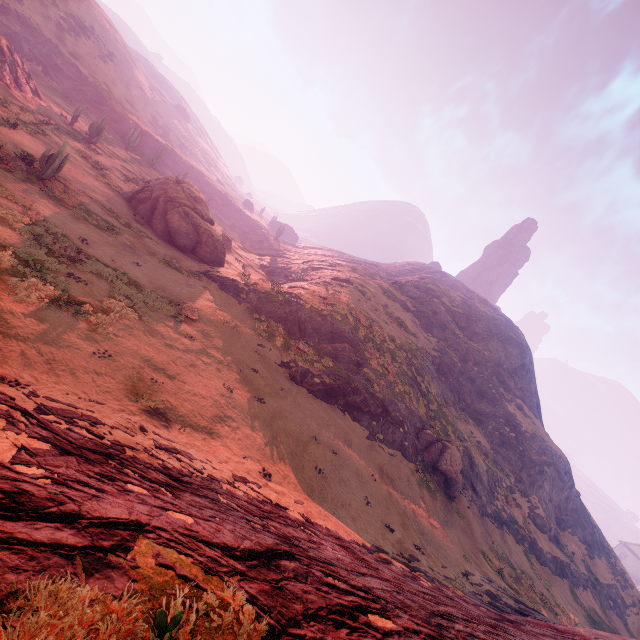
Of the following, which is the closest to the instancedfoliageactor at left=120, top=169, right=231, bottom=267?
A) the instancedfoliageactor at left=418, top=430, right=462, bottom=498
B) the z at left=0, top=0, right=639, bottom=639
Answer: A: the z at left=0, top=0, right=639, bottom=639

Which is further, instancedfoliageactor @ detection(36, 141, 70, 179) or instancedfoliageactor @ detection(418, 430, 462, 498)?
instancedfoliageactor @ detection(418, 430, 462, 498)

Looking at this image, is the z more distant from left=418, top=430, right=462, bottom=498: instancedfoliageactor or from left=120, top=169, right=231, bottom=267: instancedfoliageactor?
left=120, top=169, right=231, bottom=267: instancedfoliageactor

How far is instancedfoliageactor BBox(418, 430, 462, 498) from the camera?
26.9m

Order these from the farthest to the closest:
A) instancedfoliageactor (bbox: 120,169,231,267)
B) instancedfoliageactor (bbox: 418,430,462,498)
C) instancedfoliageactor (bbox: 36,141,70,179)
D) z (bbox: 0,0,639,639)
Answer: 1. instancedfoliageactor (bbox: 120,169,231,267)
2. instancedfoliageactor (bbox: 418,430,462,498)
3. instancedfoliageactor (bbox: 36,141,70,179)
4. z (bbox: 0,0,639,639)

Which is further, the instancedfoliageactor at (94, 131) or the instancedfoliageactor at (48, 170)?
the instancedfoliageactor at (94, 131)

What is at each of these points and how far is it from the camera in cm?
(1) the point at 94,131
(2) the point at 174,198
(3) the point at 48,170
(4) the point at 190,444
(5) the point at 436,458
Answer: (1) instancedfoliageactor, 3778
(2) instancedfoliageactor, 2997
(3) instancedfoliageactor, 2028
(4) z, 1137
(5) instancedfoliageactor, 2773
